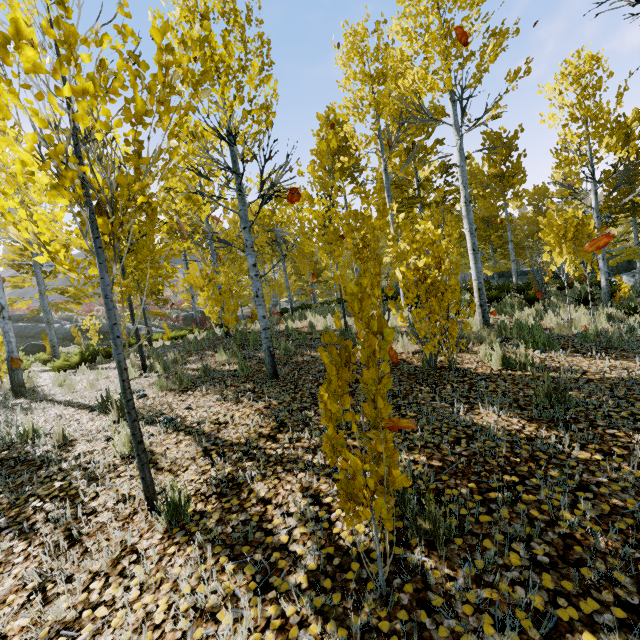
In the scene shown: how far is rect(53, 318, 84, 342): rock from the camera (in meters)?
25.05

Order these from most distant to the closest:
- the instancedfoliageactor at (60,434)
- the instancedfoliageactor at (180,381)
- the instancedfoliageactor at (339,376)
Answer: the instancedfoliageactor at (180,381) < the instancedfoliageactor at (60,434) < the instancedfoliageactor at (339,376)

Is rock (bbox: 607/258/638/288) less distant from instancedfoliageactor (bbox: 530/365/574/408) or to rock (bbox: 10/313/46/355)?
instancedfoliageactor (bbox: 530/365/574/408)

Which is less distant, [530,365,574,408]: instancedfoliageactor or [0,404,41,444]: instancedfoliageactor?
[530,365,574,408]: instancedfoliageactor

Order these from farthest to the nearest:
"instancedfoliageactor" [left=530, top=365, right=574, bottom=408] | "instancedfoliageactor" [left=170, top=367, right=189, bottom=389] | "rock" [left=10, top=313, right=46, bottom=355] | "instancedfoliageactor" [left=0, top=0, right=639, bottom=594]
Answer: "rock" [left=10, top=313, right=46, bottom=355]
"instancedfoliageactor" [left=170, top=367, right=189, bottom=389]
"instancedfoliageactor" [left=530, top=365, right=574, bottom=408]
"instancedfoliageactor" [left=0, top=0, right=639, bottom=594]

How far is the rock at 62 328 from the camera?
25.0m

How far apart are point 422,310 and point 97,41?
4.5 meters

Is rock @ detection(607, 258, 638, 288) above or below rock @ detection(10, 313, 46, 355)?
below
